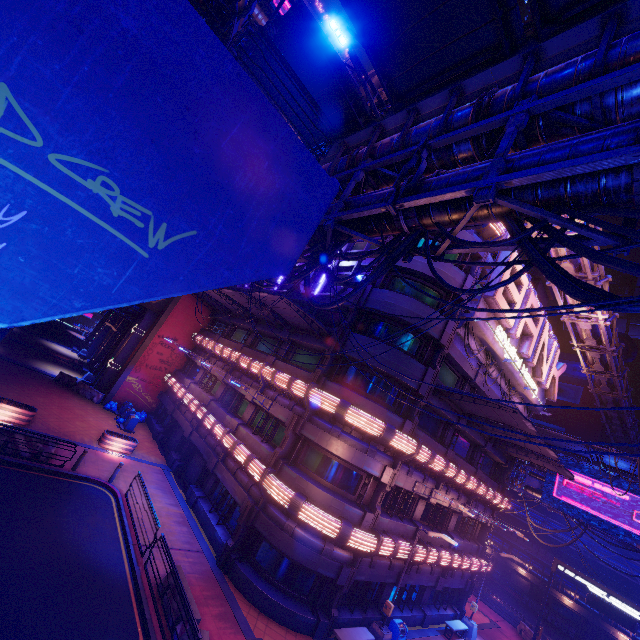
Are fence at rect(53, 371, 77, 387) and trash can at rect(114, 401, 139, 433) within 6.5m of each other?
yes

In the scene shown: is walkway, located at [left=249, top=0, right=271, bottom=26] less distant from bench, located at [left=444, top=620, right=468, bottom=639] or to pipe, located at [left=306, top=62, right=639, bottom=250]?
pipe, located at [left=306, top=62, right=639, bottom=250]

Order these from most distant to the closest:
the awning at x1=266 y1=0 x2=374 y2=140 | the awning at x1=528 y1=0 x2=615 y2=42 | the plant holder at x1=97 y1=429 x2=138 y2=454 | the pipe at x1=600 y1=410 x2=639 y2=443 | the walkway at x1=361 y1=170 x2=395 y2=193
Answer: the pipe at x1=600 y1=410 x2=639 y2=443
the plant holder at x1=97 y1=429 x2=138 y2=454
the walkway at x1=361 y1=170 x2=395 y2=193
the awning at x1=266 y1=0 x2=374 y2=140
the awning at x1=528 y1=0 x2=615 y2=42

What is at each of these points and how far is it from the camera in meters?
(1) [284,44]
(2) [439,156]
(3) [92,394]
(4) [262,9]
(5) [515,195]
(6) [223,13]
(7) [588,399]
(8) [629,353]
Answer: (1) awning, 11.4
(2) walkway, 9.7
(3) fence, 28.1
(4) walkway, 35.8
(5) pipe, 6.7
(6) pipe, 14.5
(7) building, 57.5
(8) satellite dish, 58.7

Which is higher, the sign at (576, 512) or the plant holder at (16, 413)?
the sign at (576, 512)

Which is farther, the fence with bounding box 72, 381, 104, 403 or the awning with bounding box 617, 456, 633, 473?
the fence with bounding box 72, 381, 104, 403

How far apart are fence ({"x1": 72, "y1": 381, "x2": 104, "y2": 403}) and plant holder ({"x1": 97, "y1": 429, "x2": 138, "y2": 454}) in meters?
8.2

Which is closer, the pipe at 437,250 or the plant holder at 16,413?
the pipe at 437,250
